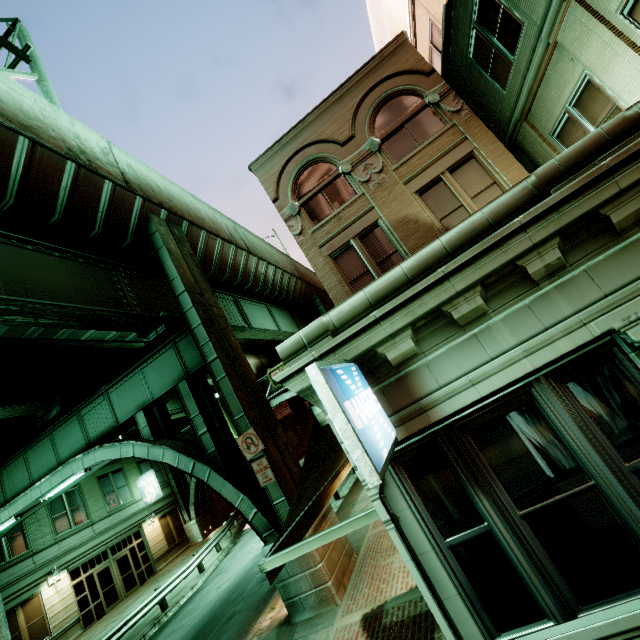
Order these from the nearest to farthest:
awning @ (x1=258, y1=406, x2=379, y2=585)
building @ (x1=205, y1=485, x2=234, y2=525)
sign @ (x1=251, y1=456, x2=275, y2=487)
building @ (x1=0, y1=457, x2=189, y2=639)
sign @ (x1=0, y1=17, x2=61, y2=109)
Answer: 1. awning @ (x1=258, y1=406, x2=379, y2=585)
2. sign @ (x1=251, y1=456, x2=275, y2=487)
3. sign @ (x1=0, y1=17, x2=61, y2=109)
4. building @ (x1=0, y1=457, x2=189, y2=639)
5. building @ (x1=205, y1=485, x2=234, y2=525)

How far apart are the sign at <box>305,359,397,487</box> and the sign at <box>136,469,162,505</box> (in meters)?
28.89

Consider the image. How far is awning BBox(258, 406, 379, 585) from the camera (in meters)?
3.54

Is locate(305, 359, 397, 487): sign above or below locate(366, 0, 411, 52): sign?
below

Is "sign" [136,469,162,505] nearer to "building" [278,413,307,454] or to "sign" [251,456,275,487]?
"building" [278,413,307,454]

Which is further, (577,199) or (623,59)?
(623,59)

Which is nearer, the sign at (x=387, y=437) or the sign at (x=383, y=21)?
the sign at (x=387, y=437)

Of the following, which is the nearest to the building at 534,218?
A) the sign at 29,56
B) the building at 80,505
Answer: the sign at 29,56
